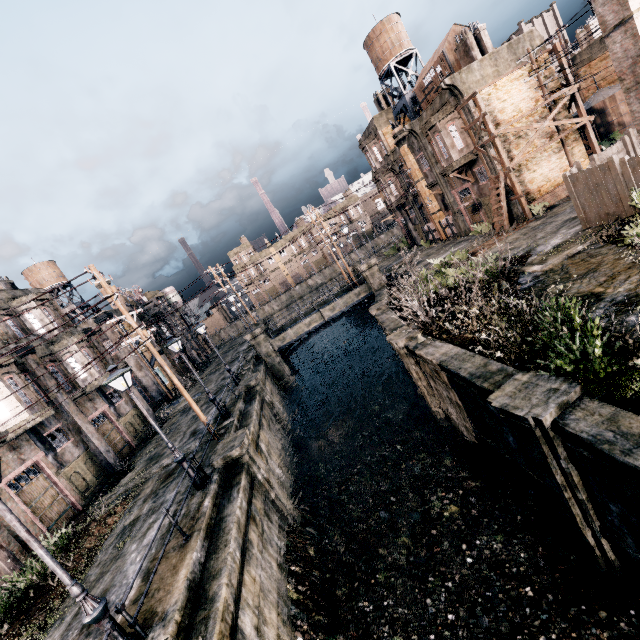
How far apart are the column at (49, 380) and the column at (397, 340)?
19.3 meters

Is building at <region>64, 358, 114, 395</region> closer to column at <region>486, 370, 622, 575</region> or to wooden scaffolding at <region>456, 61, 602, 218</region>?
column at <region>486, 370, 622, 575</region>

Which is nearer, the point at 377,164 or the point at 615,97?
the point at 615,97

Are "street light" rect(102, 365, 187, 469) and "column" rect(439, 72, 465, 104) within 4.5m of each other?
no

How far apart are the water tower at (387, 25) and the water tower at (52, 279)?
42.3 meters

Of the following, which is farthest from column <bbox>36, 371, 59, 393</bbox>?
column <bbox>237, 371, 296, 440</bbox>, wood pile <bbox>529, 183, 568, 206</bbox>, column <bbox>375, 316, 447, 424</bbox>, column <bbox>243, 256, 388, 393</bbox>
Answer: wood pile <bbox>529, 183, 568, 206</bbox>

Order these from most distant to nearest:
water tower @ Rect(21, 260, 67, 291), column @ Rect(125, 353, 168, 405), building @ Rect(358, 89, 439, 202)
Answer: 1. water tower @ Rect(21, 260, 67, 291)
2. column @ Rect(125, 353, 168, 405)
3. building @ Rect(358, 89, 439, 202)

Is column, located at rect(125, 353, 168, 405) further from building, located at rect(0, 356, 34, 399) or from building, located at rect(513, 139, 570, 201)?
building, located at rect(513, 139, 570, 201)
